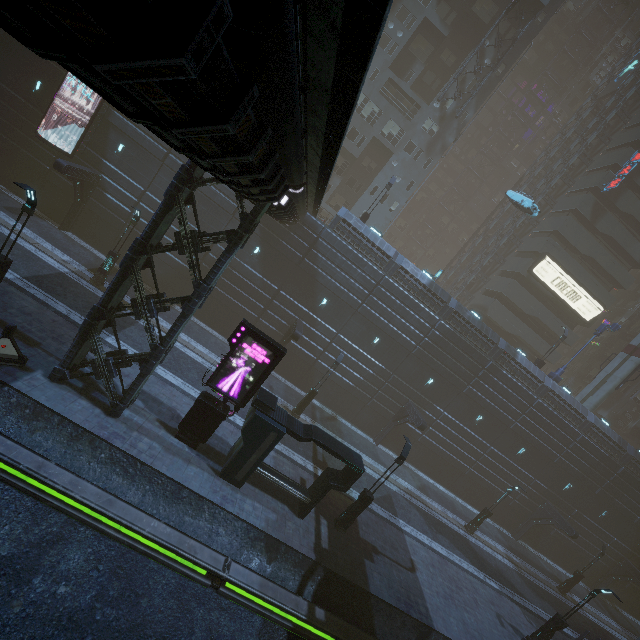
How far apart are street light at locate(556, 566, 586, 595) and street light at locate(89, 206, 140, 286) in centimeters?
4352cm

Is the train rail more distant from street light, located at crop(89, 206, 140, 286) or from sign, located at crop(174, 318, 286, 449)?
street light, located at crop(89, 206, 140, 286)

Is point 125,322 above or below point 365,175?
below

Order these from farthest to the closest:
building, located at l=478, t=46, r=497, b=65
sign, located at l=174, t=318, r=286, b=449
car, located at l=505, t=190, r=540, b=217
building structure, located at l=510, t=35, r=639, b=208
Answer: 1. building structure, located at l=510, t=35, r=639, b=208
2. building, located at l=478, t=46, r=497, b=65
3. car, located at l=505, t=190, r=540, b=217
4. sign, located at l=174, t=318, r=286, b=449

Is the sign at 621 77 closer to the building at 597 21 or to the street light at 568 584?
the building at 597 21

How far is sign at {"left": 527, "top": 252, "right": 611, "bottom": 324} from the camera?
36.9m

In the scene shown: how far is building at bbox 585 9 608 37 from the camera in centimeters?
5538cm

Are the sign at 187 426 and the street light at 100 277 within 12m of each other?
yes
